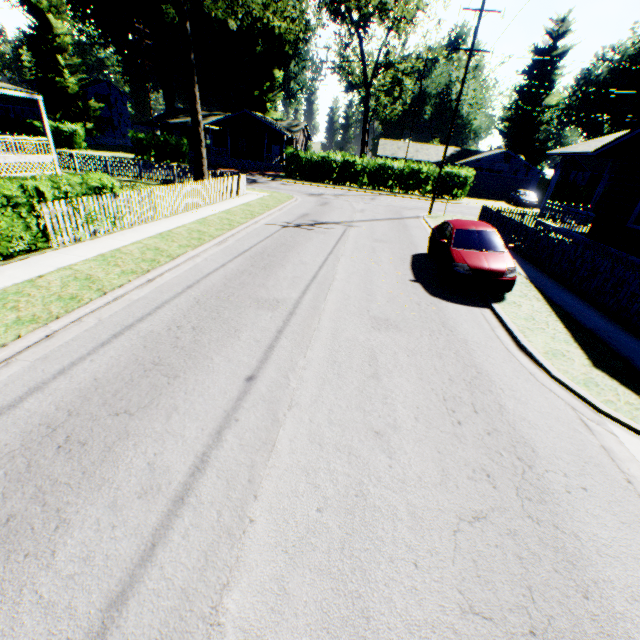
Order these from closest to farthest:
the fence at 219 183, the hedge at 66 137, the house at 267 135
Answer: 1. the fence at 219 183
2. the hedge at 66 137
3. the house at 267 135

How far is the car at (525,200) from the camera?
34.7 meters

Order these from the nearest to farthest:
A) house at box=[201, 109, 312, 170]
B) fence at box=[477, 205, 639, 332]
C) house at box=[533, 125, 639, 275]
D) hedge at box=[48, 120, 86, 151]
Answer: fence at box=[477, 205, 639, 332], house at box=[533, 125, 639, 275], hedge at box=[48, 120, 86, 151], house at box=[201, 109, 312, 170]

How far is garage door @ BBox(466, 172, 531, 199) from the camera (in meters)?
41.47

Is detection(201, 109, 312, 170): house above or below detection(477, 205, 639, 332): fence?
above

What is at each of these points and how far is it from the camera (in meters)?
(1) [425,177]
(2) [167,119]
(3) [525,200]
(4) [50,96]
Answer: (1) hedge, 34.19
(2) house, 46.19
(3) car, 34.75
(4) plant, 39.03

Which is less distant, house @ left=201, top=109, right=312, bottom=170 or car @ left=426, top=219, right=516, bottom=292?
car @ left=426, top=219, right=516, bottom=292

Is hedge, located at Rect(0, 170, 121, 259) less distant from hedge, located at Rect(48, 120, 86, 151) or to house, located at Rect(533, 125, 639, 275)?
house, located at Rect(533, 125, 639, 275)
